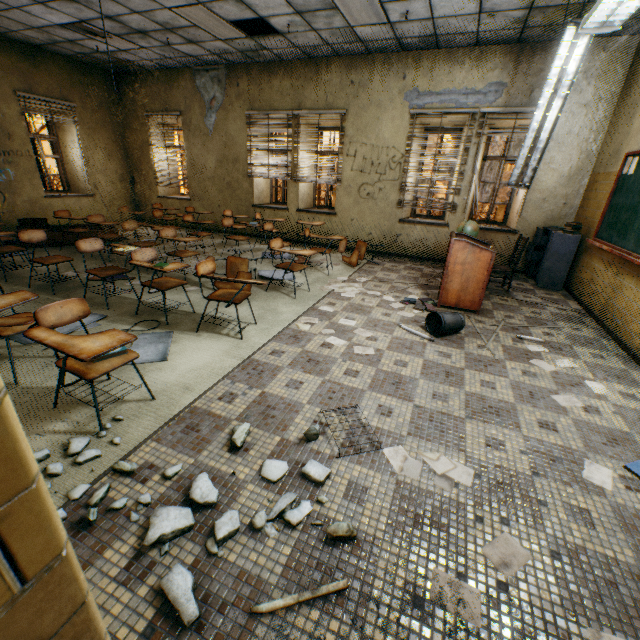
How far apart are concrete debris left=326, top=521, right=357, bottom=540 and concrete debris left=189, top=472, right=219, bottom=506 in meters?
0.1 m

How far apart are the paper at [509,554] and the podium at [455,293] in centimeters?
336cm

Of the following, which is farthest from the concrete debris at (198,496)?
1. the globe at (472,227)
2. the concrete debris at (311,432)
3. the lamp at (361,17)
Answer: the lamp at (361,17)

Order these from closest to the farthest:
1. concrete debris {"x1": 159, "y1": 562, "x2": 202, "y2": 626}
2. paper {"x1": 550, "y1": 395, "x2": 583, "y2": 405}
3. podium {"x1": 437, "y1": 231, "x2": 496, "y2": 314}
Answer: concrete debris {"x1": 159, "y1": 562, "x2": 202, "y2": 626} → paper {"x1": 550, "y1": 395, "x2": 583, "y2": 405} → podium {"x1": 437, "y1": 231, "x2": 496, "y2": 314}

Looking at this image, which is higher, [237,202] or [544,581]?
[237,202]

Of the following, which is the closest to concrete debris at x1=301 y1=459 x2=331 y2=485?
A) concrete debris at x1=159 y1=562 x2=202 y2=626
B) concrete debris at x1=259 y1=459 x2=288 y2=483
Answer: concrete debris at x1=259 y1=459 x2=288 y2=483

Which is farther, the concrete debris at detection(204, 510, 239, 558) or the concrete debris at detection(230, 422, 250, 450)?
the concrete debris at detection(230, 422, 250, 450)

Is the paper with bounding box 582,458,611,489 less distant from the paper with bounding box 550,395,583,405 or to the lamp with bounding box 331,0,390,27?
the paper with bounding box 550,395,583,405
